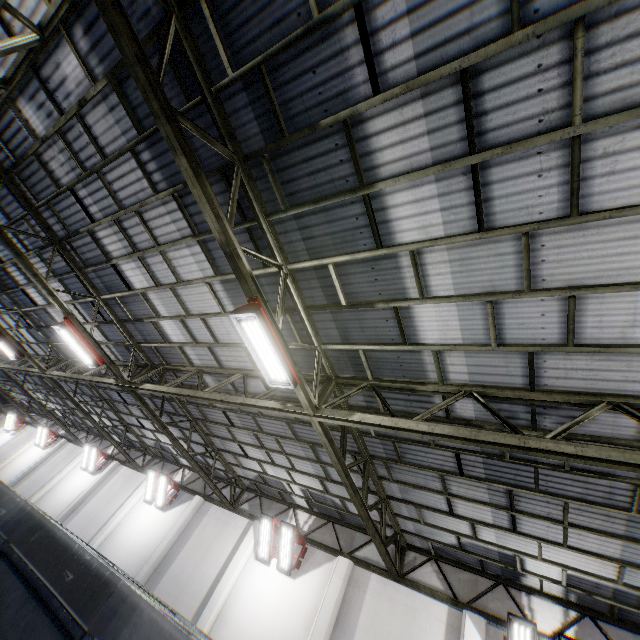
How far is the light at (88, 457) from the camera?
19.7 meters

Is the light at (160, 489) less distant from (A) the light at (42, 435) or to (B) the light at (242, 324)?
(B) the light at (242, 324)

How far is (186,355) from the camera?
9.99m

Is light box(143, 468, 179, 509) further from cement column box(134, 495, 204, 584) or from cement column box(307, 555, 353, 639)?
cement column box(307, 555, 353, 639)

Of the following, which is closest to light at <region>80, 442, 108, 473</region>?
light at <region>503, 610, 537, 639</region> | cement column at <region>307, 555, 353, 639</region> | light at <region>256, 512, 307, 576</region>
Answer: light at <region>256, 512, 307, 576</region>

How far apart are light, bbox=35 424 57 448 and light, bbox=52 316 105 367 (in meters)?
20.78

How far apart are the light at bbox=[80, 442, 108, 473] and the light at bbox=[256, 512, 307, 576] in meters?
14.5 m

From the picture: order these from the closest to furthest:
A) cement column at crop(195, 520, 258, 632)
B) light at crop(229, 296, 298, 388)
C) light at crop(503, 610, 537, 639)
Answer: light at crop(229, 296, 298, 388)
light at crop(503, 610, 537, 639)
cement column at crop(195, 520, 258, 632)
